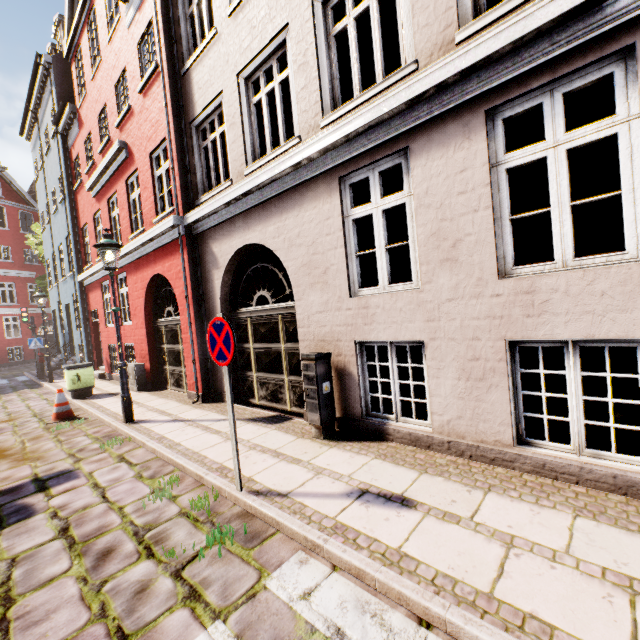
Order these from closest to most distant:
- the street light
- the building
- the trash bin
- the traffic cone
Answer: the building < the street light < the traffic cone < the trash bin

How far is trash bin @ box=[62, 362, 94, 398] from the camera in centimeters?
942cm

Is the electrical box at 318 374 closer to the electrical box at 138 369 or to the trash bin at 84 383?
the electrical box at 138 369

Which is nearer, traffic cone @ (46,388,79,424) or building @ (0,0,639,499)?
building @ (0,0,639,499)

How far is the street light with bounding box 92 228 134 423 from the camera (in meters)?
6.42

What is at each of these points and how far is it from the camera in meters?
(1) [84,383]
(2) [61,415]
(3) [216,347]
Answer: (1) trash bin, 9.6
(2) traffic cone, 7.6
(3) sign, 3.5

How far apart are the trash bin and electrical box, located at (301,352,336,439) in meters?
8.3

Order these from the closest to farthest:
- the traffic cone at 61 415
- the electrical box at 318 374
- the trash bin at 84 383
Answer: the electrical box at 318 374 < the traffic cone at 61 415 < the trash bin at 84 383
